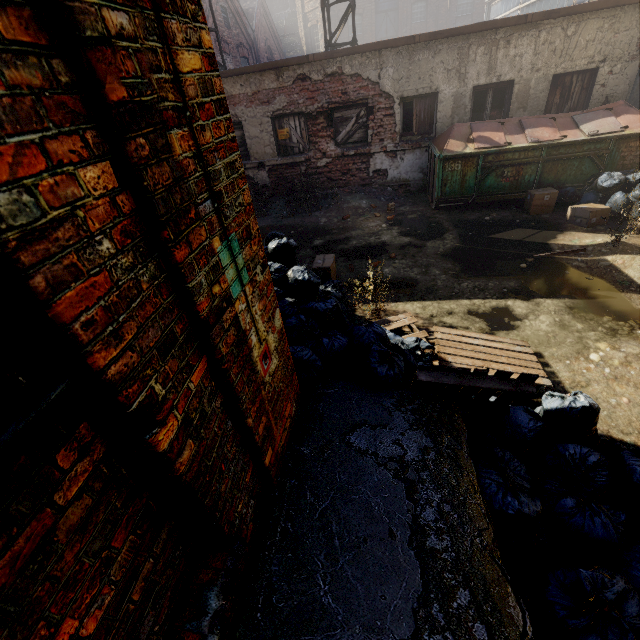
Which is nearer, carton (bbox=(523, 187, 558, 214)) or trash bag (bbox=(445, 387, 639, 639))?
trash bag (bbox=(445, 387, 639, 639))

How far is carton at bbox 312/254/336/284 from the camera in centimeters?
586cm

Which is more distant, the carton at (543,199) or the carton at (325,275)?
the carton at (543,199)

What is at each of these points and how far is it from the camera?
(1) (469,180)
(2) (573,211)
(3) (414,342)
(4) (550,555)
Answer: (1) trash container, 7.8 meters
(2) carton, 6.9 meters
(3) trash bag, 3.6 meters
(4) trash bag, 2.2 meters

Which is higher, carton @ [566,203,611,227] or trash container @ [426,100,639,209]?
trash container @ [426,100,639,209]

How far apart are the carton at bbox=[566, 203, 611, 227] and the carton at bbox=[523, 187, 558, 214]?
0.5 meters

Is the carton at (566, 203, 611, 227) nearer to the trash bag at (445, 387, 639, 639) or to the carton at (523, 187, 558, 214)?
the carton at (523, 187, 558, 214)

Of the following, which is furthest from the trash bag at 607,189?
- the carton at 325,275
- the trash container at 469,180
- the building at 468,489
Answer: the building at 468,489
